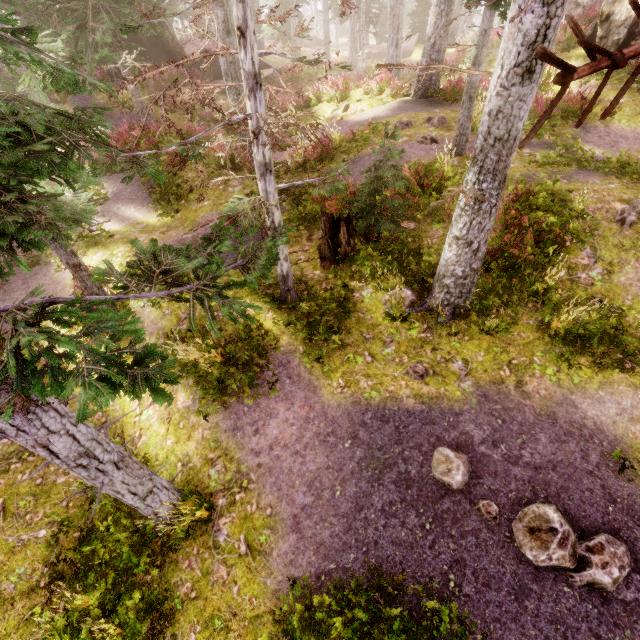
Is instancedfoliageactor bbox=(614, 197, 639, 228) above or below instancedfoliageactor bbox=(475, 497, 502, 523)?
above

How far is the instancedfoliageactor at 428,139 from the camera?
11.0m

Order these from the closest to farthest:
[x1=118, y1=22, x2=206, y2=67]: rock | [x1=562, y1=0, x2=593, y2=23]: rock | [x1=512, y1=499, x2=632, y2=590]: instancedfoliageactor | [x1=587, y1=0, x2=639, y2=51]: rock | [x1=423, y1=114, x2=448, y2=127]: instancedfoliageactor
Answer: [x1=512, y1=499, x2=632, y2=590]: instancedfoliageactor < [x1=423, y1=114, x2=448, y2=127]: instancedfoliageactor < [x1=587, y1=0, x2=639, y2=51]: rock < [x1=562, y1=0, x2=593, y2=23]: rock < [x1=118, y1=22, x2=206, y2=67]: rock

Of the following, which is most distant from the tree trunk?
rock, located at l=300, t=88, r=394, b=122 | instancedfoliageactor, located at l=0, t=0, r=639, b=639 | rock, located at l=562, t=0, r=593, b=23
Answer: rock, located at l=562, t=0, r=593, b=23

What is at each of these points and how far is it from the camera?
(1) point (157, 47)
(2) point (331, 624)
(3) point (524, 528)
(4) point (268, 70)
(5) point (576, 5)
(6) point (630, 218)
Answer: (1) rock, 20.66m
(2) instancedfoliageactor, 4.81m
(3) instancedfoliageactor, 4.83m
(4) rock, 21.53m
(5) rock, 18.19m
(6) instancedfoliageactor, 7.38m

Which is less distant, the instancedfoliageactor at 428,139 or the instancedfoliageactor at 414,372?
the instancedfoliageactor at 414,372

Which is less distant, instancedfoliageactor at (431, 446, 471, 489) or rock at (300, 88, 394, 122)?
instancedfoliageactor at (431, 446, 471, 489)
